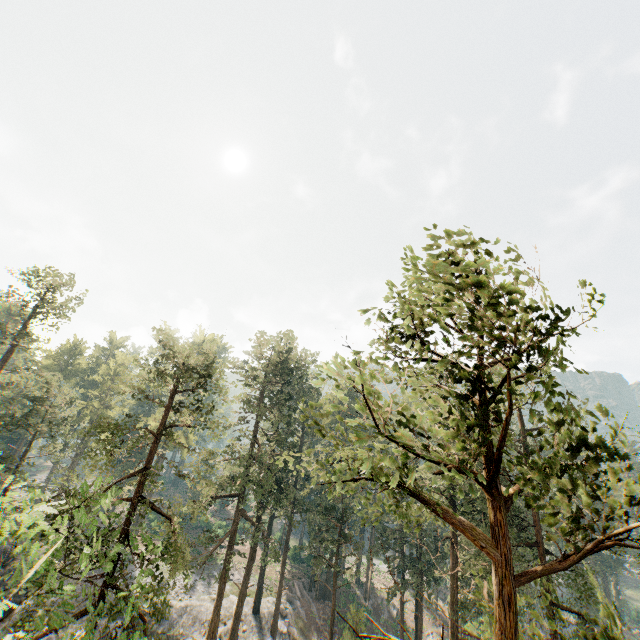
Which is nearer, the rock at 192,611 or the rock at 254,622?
the rock at 192,611

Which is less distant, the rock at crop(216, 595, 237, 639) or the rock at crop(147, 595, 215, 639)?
the rock at crop(147, 595, 215, 639)

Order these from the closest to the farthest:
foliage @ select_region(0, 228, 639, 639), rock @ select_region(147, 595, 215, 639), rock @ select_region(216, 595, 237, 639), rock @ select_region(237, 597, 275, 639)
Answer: foliage @ select_region(0, 228, 639, 639)
rock @ select_region(147, 595, 215, 639)
rock @ select_region(216, 595, 237, 639)
rock @ select_region(237, 597, 275, 639)

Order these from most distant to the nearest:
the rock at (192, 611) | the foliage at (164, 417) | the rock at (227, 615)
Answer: the rock at (227, 615) < the rock at (192, 611) < the foliage at (164, 417)

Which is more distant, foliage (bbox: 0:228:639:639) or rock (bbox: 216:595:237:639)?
rock (bbox: 216:595:237:639)

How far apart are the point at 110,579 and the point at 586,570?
25.97m

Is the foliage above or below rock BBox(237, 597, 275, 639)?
above
